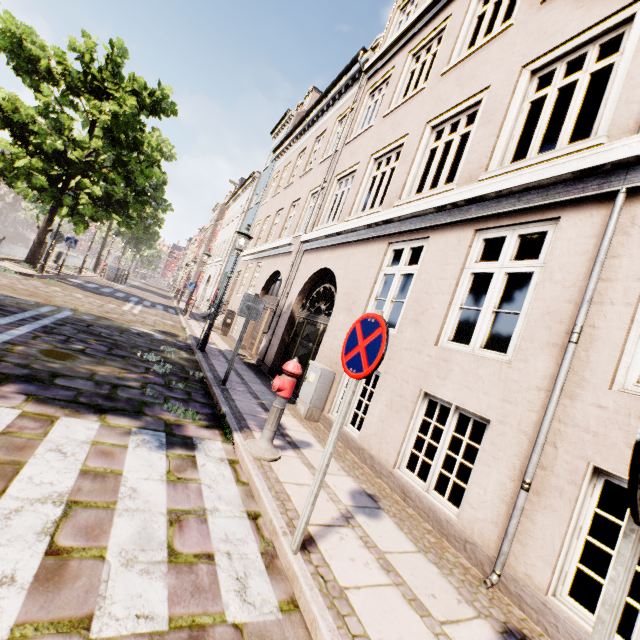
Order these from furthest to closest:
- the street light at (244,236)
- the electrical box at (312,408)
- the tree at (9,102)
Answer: the tree at (9,102) → the street light at (244,236) → the electrical box at (312,408)

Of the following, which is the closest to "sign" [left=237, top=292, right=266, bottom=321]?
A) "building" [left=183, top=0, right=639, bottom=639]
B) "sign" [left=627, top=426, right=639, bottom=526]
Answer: "sign" [left=627, top=426, right=639, bottom=526]

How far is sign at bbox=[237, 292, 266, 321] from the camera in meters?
6.5

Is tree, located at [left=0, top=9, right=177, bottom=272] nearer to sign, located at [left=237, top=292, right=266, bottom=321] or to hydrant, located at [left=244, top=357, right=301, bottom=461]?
sign, located at [left=237, top=292, right=266, bottom=321]

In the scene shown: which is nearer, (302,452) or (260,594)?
(260,594)

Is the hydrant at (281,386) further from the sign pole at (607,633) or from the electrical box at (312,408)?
the sign pole at (607,633)

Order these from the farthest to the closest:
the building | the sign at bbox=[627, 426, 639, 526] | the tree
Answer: the tree < the building < the sign at bbox=[627, 426, 639, 526]

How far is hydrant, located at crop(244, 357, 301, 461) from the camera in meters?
3.9 m
